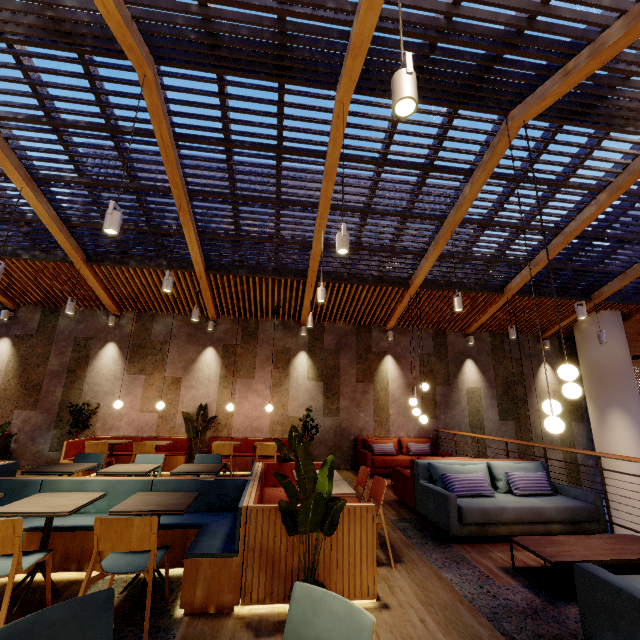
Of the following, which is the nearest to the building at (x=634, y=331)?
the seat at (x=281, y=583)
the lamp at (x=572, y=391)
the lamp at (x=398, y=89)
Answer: the seat at (x=281, y=583)

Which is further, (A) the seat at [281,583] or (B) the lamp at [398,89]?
(A) the seat at [281,583]

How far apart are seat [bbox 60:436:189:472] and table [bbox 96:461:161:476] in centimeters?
322cm

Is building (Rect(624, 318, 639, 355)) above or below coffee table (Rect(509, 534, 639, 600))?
above

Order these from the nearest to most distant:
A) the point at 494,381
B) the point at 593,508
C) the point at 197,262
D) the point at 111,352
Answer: the point at 593,508 → the point at 197,262 → the point at 111,352 → the point at 494,381

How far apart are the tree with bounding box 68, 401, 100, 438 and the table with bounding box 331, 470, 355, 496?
6.47m

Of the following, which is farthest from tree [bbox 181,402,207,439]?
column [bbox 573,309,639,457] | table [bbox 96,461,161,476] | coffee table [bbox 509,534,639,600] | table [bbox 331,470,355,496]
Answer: column [bbox 573,309,639,457]
